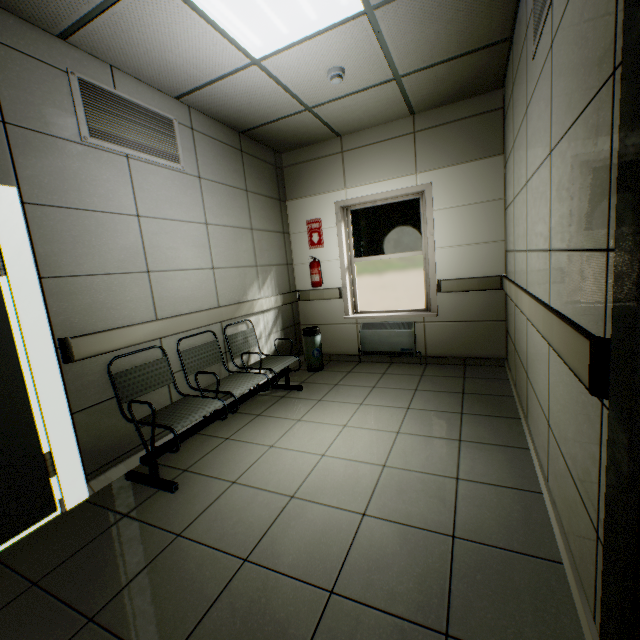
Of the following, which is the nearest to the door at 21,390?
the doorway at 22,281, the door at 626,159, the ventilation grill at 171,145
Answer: the doorway at 22,281

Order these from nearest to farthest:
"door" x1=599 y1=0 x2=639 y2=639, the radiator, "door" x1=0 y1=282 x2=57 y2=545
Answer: "door" x1=599 y1=0 x2=639 y2=639
"door" x1=0 y1=282 x2=57 y2=545
the radiator

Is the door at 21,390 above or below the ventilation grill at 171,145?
below

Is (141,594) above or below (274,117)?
below

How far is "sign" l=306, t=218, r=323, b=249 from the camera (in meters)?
4.90

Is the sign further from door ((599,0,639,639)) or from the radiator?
door ((599,0,639,639))

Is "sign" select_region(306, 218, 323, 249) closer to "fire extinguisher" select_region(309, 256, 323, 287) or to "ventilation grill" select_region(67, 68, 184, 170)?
"fire extinguisher" select_region(309, 256, 323, 287)
